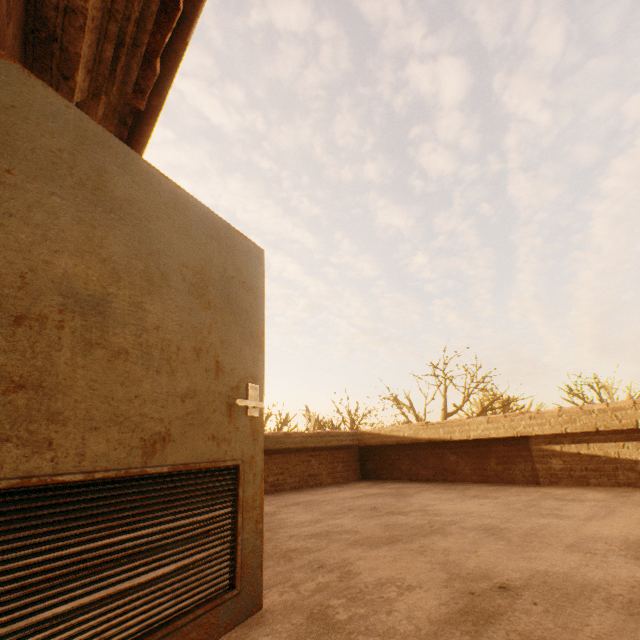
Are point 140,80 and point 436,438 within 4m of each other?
no

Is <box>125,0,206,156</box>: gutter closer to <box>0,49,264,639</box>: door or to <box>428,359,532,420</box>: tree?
<box>0,49,264,639</box>: door

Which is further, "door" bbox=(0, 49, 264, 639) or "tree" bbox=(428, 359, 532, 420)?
"tree" bbox=(428, 359, 532, 420)

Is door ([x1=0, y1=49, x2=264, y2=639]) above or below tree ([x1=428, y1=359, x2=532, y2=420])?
below

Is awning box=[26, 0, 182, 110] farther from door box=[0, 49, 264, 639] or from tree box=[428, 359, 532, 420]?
tree box=[428, 359, 532, 420]

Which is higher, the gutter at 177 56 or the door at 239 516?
the gutter at 177 56

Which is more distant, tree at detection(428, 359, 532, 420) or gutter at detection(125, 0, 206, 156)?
tree at detection(428, 359, 532, 420)

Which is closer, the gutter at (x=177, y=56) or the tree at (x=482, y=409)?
the gutter at (x=177, y=56)
